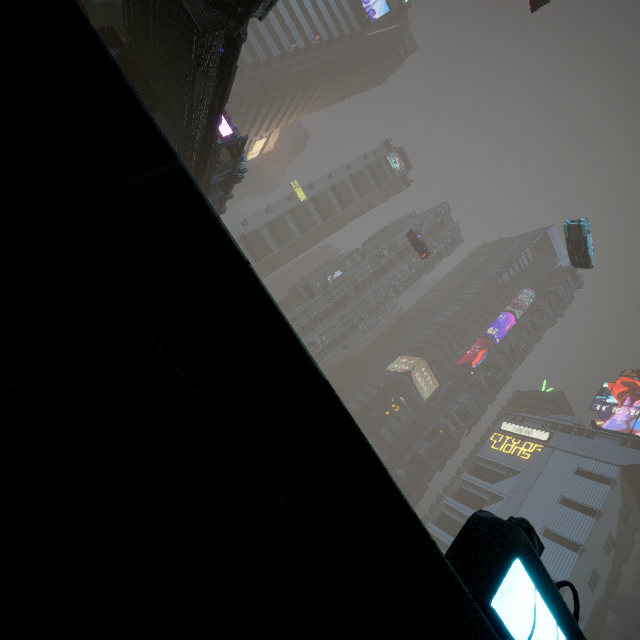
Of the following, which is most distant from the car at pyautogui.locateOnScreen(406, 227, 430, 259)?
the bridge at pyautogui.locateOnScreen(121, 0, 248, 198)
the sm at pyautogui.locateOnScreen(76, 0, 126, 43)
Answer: the bridge at pyautogui.locateOnScreen(121, 0, 248, 198)

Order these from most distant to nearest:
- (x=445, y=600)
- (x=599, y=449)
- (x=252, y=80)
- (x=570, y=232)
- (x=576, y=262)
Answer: (x=252, y=80) < (x=599, y=449) < (x=576, y=262) < (x=570, y=232) < (x=445, y=600)

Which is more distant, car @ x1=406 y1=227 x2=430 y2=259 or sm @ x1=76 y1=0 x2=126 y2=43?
car @ x1=406 y1=227 x2=430 y2=259

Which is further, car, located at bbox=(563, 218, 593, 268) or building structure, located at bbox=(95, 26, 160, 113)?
car, located at bbox=(563, 218, 593, 268)

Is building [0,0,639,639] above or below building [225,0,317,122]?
below

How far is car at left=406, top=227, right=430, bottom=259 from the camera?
42.21m

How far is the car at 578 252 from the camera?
25.5 meters

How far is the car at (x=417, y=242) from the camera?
42.21m
